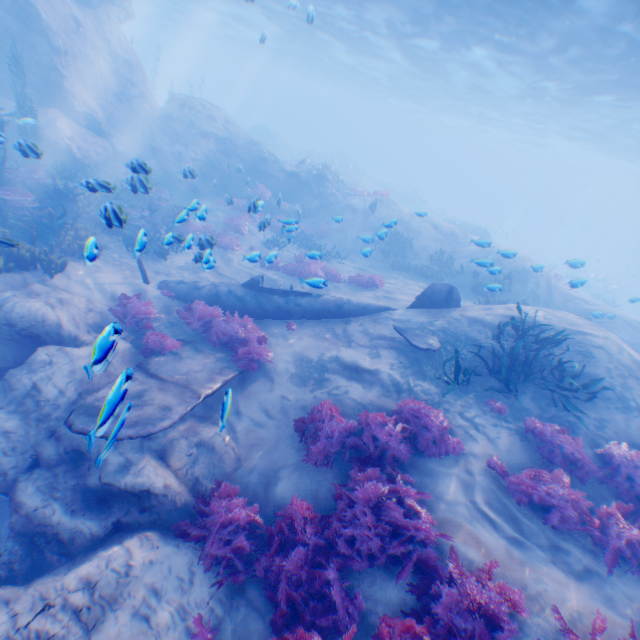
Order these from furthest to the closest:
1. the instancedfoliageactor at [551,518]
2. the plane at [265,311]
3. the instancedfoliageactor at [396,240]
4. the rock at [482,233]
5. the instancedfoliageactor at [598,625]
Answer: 1. the rock at [482,233]
2. the instancedfoliageactor at [396,240]
3. the plane at [265,311]
4. the instancedfoliageactor at [551,518]
5. the instancedfoliageactor at [598,625]

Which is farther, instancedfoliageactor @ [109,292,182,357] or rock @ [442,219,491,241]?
rock @ [442,219,491,241]

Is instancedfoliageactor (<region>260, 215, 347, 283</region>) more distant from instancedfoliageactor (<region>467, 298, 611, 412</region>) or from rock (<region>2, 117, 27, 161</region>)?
instancedfoliageactor (<region>467, 298, 611, 412</region>)

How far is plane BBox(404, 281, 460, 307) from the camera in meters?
10.9

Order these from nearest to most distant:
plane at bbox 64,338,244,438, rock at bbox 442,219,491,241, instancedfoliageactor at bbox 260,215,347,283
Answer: plane at bbox 64,338,244,438, instancedfoliageactor at bbox 260,215,347,283, rock at bbox 442,219,491,241

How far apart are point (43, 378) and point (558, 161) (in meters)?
76.49

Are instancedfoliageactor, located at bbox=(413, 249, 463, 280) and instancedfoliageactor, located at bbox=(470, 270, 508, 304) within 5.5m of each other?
yes

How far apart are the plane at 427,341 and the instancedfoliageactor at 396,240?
9.9m
